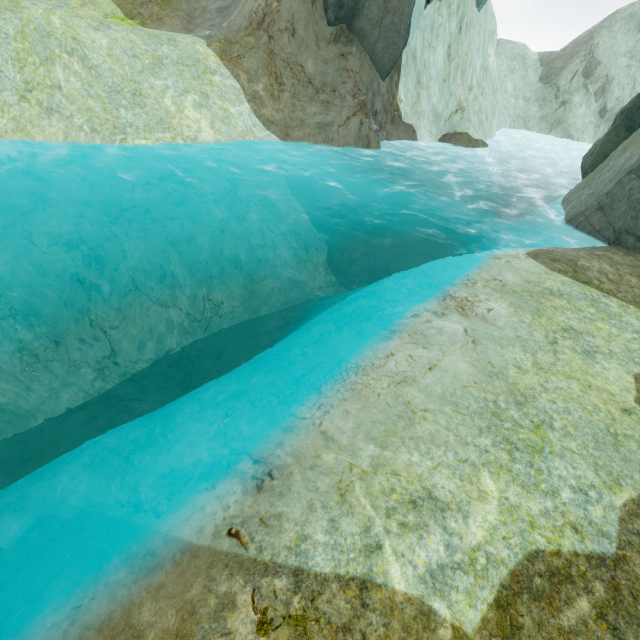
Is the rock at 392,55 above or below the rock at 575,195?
above

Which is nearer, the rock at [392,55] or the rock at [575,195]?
the rock at [575,195]

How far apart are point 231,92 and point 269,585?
19.80m

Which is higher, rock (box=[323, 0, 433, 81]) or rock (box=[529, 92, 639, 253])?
rock (box=[323, 0, 433, 81])

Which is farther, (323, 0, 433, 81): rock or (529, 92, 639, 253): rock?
(323, 0, 433, 81): rock
